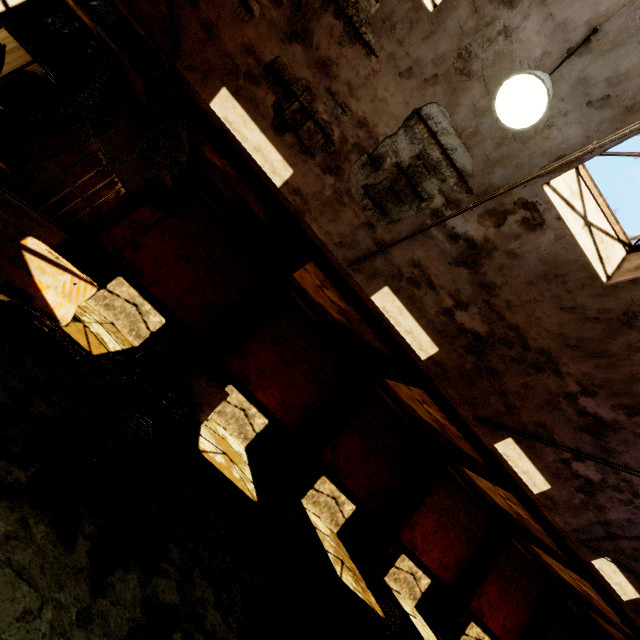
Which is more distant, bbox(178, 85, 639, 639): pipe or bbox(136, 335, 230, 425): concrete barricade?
bbox(136, 335, 230, 425): concrete barricade

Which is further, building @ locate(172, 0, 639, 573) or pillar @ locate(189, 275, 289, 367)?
pillar @ locate(189, 275, 289, 367)

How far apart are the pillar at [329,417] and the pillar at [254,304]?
4.2 meters

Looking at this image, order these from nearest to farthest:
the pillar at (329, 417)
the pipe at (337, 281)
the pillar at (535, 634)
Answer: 1. the pipe at (337, 281)
2. the pillar at (329, 417)
3. the pillar at (535, 634)

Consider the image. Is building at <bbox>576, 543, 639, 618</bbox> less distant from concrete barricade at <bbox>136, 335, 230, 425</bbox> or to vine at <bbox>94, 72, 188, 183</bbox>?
vine at <bbox>94, 72, 188, 183</bbox>

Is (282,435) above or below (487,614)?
below

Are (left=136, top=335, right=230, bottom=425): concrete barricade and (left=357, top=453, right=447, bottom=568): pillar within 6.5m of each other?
no

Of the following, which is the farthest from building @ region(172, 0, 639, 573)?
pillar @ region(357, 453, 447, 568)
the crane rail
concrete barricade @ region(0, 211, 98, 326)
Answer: pillar @ region(357, 453, 447, 568)
